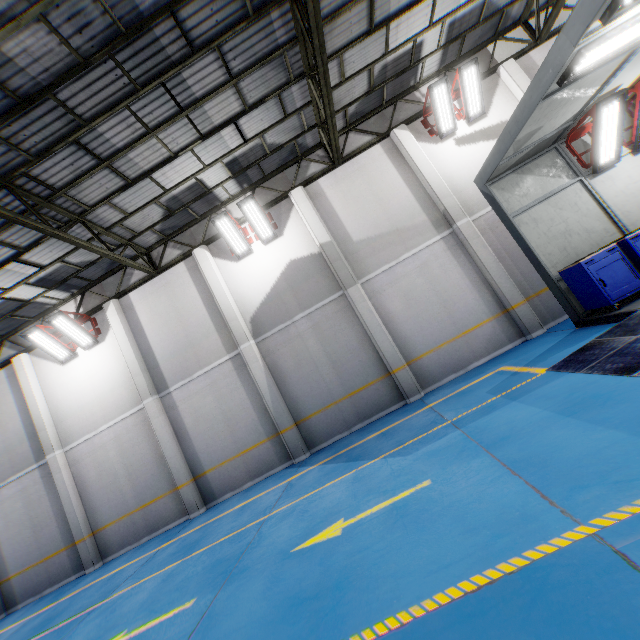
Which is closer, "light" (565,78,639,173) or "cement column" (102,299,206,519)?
"light" (565,78,639,173)

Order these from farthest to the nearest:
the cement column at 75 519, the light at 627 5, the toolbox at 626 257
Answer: the cement column at 75 519, the toolbox at 626 257, the light at 627 5

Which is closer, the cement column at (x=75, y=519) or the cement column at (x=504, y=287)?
the cement column at (x=504, y=287)

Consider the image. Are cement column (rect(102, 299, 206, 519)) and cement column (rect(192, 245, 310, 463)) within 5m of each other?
yes

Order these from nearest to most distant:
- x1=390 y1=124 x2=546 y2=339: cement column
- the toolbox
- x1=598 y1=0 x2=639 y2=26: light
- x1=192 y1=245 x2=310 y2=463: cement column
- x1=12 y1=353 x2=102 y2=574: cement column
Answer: x1=598 y1=0 x2=639 y2=26: light
the toolbox
x1=390 y1=124 x2=546 y2=339: cement column
x1=192 y1=245 x2=310 y2=463: cement column
x1=12 y1=353 x2=102 y2=574: cement column

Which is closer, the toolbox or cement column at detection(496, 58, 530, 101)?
the toolbox

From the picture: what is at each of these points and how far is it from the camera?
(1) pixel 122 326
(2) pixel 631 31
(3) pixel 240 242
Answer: (1) cement column, 11.4 meters
(2) light, 5.0 meters
(3) light, 10.9 meters

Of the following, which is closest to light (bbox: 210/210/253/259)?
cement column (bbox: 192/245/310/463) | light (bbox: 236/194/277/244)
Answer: light (bbox: 236/194/277/244)
